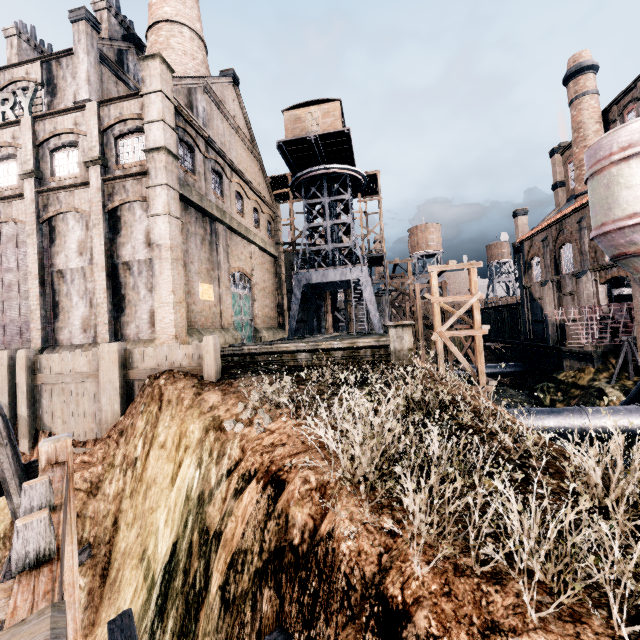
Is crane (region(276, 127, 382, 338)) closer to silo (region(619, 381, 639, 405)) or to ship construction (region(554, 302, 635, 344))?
ship construction (region(554, 302, 635, 344))

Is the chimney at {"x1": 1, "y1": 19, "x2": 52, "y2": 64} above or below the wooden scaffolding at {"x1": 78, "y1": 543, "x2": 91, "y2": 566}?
above

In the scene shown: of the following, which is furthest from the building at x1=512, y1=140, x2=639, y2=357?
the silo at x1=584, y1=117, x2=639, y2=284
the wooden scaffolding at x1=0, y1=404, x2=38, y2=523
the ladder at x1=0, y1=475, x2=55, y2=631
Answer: the ladder at x1=0, y1=475, x2=55, y2=631

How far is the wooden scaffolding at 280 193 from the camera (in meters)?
44.18

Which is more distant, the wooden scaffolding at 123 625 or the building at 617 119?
the building at 617 119

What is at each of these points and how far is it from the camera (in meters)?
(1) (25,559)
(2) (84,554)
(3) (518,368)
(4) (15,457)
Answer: (1) ladder, 2.67
(2) wooden scaffolding, 8.74
(3) pipe, 37.44
(4) wooden scaffolding, 7.02

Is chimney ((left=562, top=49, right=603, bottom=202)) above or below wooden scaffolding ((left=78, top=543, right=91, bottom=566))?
above

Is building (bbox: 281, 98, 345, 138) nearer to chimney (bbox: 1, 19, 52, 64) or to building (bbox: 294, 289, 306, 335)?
building (bbox: 294, 289, 306, 335)
